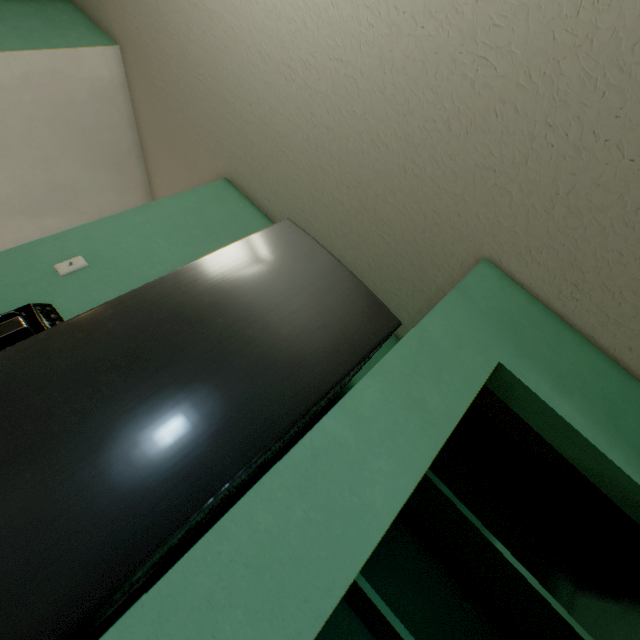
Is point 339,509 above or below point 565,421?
below

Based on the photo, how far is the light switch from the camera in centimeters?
159cm

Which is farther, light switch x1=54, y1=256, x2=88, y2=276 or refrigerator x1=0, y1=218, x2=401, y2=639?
light switch x1=54, y1=256, x2=88, y2=276

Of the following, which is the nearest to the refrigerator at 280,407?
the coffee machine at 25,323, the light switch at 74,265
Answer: the coffee machine at 25,323

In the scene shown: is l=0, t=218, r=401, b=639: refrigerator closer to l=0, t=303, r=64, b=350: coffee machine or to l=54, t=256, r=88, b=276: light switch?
l=0, t=303, r=64, b=350: coffee machine

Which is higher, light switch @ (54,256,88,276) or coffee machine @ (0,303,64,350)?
light switch @ (54,256,88,276)

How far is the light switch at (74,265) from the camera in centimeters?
159cm

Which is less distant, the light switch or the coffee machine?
the coffee machine
